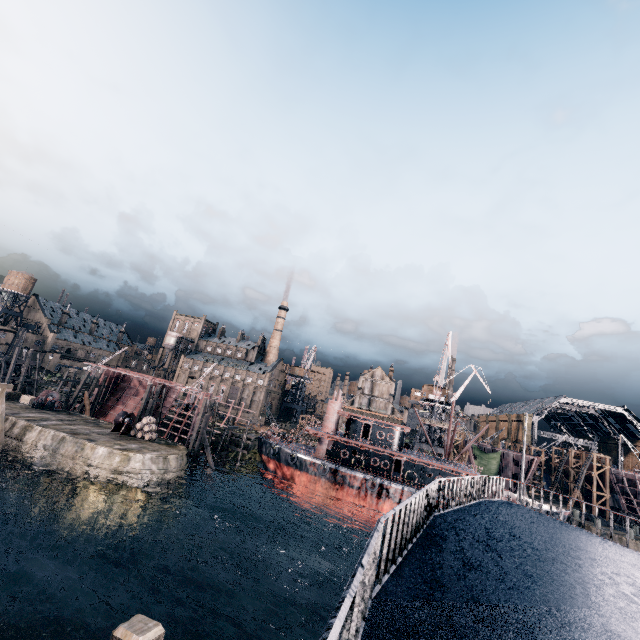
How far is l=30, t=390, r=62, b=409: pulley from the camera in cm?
4372

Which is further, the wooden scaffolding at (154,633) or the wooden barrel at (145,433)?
the wooden barrel at (145,433)

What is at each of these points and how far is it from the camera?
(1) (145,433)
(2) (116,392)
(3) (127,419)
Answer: (1) wooden barrel, 40.0 meters
(2) ship construction, 56.7 meters
(3) pulley, 40.5 meters

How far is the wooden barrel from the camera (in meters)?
39.53

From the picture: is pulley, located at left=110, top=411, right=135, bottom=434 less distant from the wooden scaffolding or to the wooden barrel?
the wooden barrel

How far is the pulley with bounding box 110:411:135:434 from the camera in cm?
3988

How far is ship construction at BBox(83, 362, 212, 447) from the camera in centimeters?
5005cm

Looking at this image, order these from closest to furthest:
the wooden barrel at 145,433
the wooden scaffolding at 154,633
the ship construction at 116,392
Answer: the wooden scaffolding at 154,633, the wooden barrel at 145,433, the ship construction at 116,392
